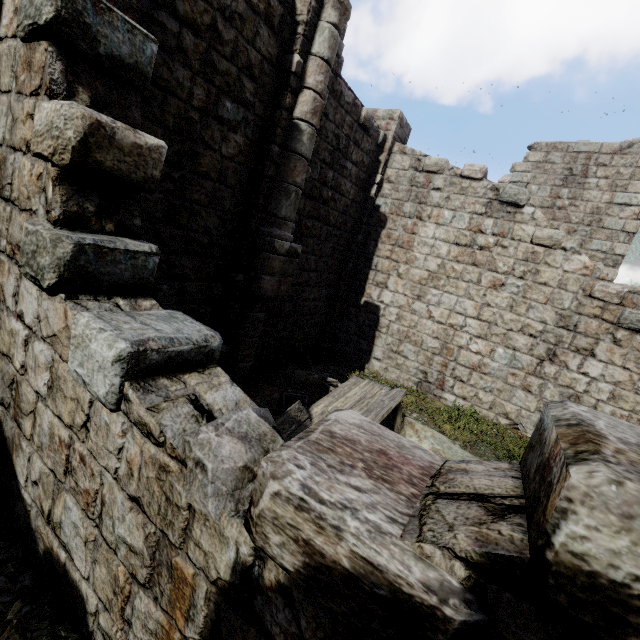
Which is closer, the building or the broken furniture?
the building

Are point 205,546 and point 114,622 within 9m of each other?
yes

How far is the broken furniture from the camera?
5.6m

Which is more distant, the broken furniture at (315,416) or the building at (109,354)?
the broken furniture at (315,416)

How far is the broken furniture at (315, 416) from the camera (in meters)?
5.62
